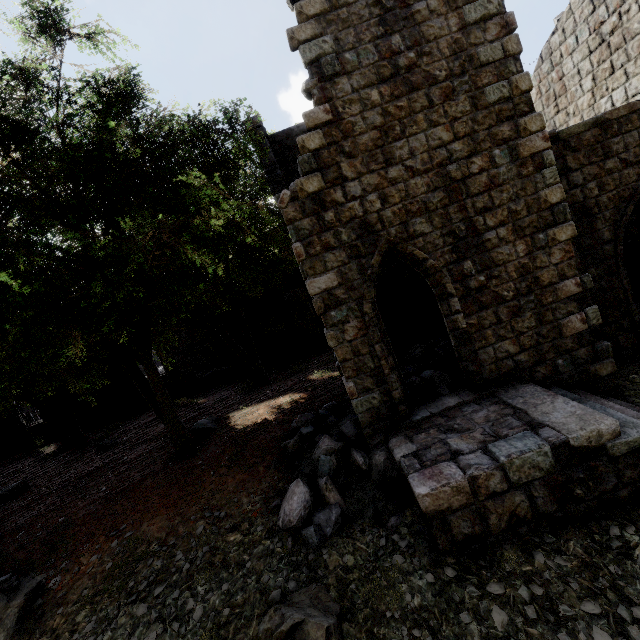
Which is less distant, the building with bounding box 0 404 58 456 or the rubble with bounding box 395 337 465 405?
the rubble with bounding box 395 337 465 405

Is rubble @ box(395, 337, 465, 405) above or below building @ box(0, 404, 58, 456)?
below

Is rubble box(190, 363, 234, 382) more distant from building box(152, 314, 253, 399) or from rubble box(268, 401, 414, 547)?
rubble box(268, 401, 414, 547)

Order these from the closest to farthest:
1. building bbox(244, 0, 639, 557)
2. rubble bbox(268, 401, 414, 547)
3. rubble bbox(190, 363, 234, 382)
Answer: building bbox(244, 0, 639, 557) → rubble bbox(268, 401, 414, 547) → rubble bbox(190, 363, 234, 382)

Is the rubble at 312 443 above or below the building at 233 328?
below

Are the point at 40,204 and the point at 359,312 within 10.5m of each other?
yes

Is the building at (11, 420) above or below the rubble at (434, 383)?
above
